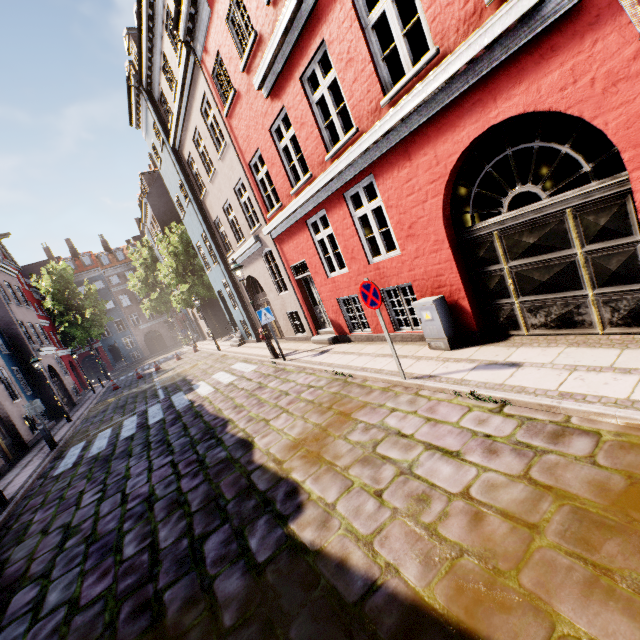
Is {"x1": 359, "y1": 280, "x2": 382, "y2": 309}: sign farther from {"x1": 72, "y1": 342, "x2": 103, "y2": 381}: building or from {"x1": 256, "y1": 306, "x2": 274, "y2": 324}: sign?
{"x1": 72, "y1": 342, "x2": 103, "y2": 381}: building

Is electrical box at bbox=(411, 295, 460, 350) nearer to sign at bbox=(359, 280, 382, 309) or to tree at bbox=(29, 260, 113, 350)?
sign at bbox=(359, 280, 382, 309)

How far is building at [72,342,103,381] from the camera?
42.78m

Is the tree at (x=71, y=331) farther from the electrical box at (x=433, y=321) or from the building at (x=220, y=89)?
the electrical box at (x=433, y=321)

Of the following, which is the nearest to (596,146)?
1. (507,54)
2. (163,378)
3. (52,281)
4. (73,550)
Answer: (507,54)

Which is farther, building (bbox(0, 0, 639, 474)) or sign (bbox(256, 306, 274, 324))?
sign (bbox(256, 306, 274, 324))

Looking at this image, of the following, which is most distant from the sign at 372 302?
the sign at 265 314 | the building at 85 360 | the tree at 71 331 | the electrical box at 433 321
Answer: the tree at 71 331

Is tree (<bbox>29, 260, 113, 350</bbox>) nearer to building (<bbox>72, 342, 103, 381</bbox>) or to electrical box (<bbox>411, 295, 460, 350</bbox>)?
building (<bbox>72, 342, 103, 381</bbox>)
